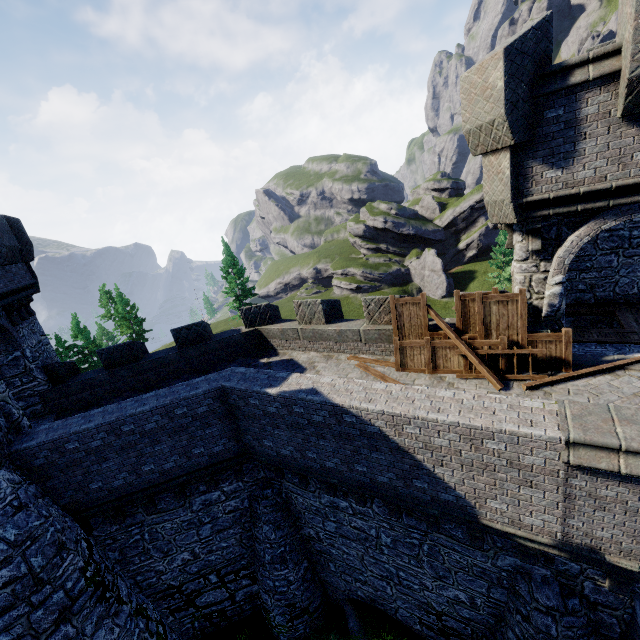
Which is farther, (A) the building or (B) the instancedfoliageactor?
(B) the instancedfoliageactor

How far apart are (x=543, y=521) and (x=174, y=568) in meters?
12.3

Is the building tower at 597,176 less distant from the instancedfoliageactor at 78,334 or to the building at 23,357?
the building at 23,357

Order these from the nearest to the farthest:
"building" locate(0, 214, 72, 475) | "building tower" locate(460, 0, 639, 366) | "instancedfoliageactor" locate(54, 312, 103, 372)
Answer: "building tower" locate(460, 0, 639, 366), "building" locate(0, 214, 72, 475), "instancedfoliageactor" locate(54, 312, 103, 372)

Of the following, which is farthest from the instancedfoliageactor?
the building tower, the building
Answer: the building tower

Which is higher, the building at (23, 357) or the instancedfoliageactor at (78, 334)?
the building at (23, 357)

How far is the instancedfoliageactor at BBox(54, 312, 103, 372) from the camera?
39.41m

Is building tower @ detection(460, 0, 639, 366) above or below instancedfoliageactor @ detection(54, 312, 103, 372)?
above
